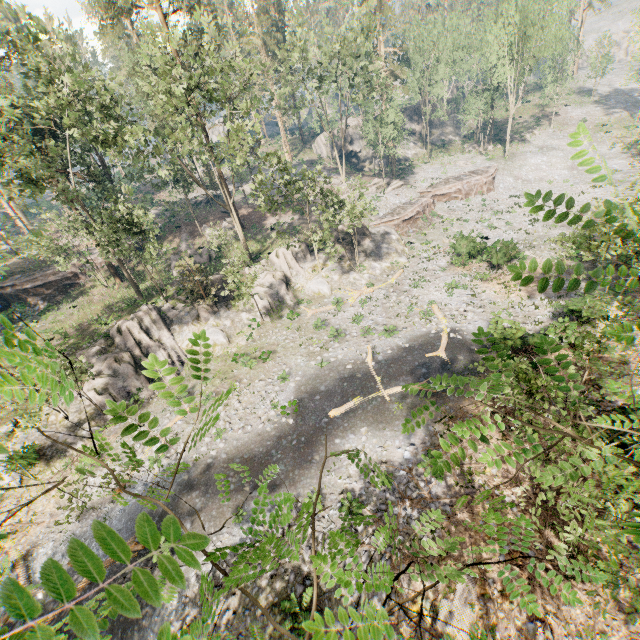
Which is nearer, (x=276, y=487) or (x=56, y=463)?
(x=276, y=487)

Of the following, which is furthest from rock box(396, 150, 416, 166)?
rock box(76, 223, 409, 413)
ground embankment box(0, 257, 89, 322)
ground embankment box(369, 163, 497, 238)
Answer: ground embankment box(0, 257, 89, 322)

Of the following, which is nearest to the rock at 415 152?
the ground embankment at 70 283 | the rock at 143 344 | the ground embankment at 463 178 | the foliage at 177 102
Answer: the ground embankment at 463 178

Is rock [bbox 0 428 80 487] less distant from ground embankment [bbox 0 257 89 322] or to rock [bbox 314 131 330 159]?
ground embankment [bbox 0 257 89 322]

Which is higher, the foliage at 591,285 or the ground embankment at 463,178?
the foliage at 591,285

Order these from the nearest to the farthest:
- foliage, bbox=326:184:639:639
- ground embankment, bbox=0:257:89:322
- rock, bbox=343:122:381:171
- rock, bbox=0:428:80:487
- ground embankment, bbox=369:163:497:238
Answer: foliage, bbox=326:184:639:639
rock, bbox=0:428:80:487
ground embankment, bbox=0:257:89:322
ground embankment, bbox=369:163:497:238
rock, bbox=343:122:381:171

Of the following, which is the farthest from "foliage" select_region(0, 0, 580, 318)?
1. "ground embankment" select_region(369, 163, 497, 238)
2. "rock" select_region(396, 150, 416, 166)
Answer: "rock" select_region(396, 150, 416, 166)

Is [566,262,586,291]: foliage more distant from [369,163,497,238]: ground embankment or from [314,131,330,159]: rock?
[314,131,330,159]: rock
